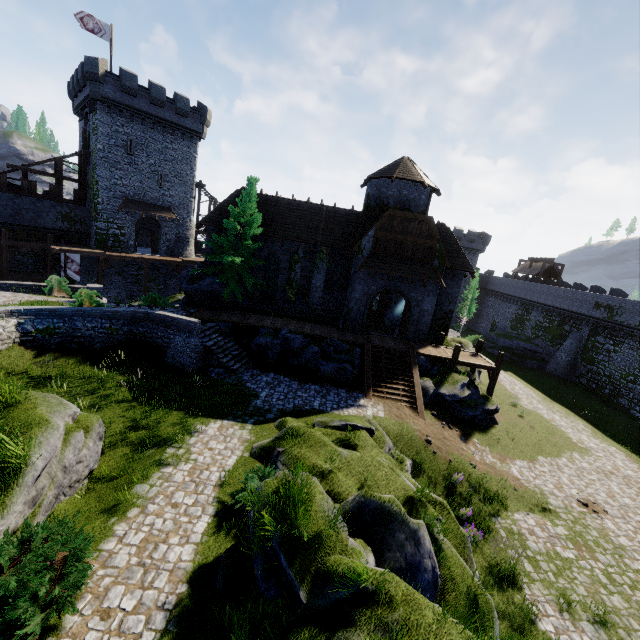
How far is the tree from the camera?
22.0 meters

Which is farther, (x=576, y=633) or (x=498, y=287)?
(x=498, y=287)

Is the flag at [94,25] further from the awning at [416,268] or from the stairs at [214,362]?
the awning at [416,268]

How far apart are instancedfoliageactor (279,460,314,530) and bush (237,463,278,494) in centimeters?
116cm

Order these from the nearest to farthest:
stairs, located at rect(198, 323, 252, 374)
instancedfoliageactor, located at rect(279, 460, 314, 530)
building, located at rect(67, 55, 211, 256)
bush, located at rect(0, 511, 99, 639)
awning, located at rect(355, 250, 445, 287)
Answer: bush, located at rect(0, 511, 99, 639), instancedfoliageactor, located at rect(279, 460, 314, 530), stairs, located at rect(198, 323, 252, 374), awning, located at rect(355, 250, 445, 287), building, located at rect(67, 55, 211, 256)

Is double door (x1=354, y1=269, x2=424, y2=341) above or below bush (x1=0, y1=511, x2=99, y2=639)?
above

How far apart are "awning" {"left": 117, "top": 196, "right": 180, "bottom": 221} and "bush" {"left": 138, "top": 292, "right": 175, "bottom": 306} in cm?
1477

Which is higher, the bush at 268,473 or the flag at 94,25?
the flag at 94,25
